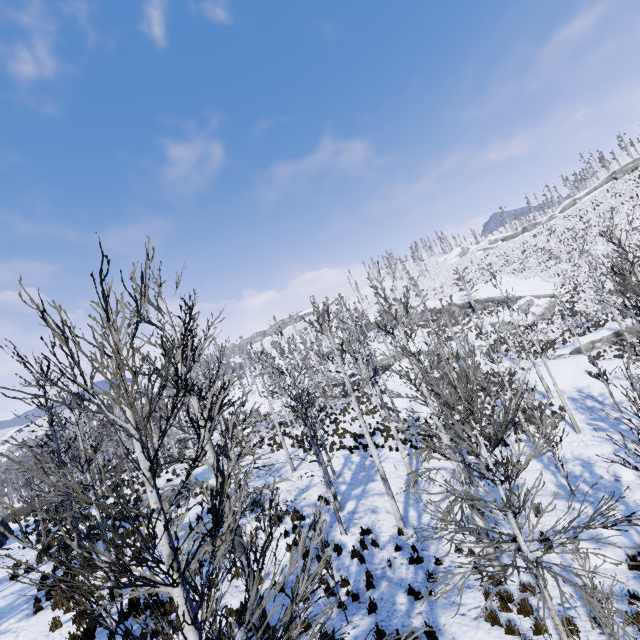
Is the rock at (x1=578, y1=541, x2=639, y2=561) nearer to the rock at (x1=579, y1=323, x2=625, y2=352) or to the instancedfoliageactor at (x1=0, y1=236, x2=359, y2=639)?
the instancedfoliageactor at (x1=0, y1=236, x2=359, y2=639)

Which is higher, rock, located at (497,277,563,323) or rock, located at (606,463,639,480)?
rock, located at (497,277,563,323)

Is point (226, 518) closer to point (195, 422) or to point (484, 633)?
point (195, 422)

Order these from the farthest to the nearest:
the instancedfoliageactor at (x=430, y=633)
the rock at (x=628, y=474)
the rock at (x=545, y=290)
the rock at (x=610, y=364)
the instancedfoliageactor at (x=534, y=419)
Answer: the rock at (x=545, y=290), the rock at (x=610, y=364), the rock at (x=628, y=474), the instancedfoliageactor at (x=534, y=419), the instancedfoliageactor at (x=430, y=633)

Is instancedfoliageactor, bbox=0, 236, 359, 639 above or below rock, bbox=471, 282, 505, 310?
below

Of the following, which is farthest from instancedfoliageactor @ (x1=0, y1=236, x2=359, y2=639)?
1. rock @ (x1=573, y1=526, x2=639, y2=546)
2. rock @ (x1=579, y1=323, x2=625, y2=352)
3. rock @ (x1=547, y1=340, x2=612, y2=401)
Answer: rock @ (x1=579, y1=323, x2=625, y2=352)

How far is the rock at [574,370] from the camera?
20.33m

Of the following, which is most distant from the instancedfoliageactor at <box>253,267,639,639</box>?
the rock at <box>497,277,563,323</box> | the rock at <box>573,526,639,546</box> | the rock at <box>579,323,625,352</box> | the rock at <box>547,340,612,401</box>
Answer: the rock at <box>497,277,563,323</box>
